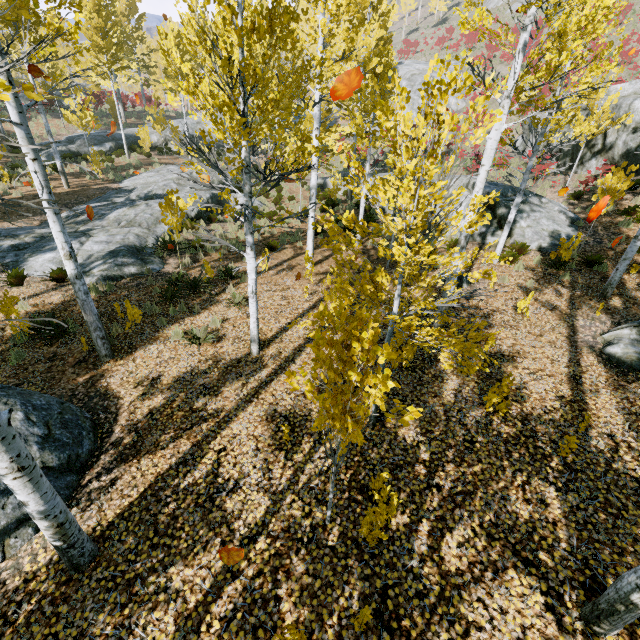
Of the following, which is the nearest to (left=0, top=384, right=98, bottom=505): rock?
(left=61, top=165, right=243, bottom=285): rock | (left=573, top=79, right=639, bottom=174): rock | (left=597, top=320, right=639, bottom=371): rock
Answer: (left=61, top=165, right=243, bottom=285): rock

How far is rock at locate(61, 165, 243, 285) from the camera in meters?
11.1 m

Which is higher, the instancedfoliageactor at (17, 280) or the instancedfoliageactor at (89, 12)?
the instancedfoliageactor at (89, 12)

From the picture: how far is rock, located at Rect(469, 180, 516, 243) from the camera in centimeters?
1273cm

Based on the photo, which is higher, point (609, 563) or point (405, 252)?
point (405, 252)

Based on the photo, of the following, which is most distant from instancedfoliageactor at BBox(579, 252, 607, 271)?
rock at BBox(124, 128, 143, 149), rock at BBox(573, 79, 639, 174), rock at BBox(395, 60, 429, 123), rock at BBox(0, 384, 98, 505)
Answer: rock at BBox(395, 60, 429, 123)

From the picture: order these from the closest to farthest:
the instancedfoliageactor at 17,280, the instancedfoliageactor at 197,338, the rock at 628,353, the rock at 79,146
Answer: the rock at 628,353 → the instancedfoliageactor at 197,338 → the instancedfoliageactor at 17,280 → the rock at 79,146

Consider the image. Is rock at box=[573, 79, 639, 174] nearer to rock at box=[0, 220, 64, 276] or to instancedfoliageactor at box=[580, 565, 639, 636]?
instancedfoliageactor at box=[580, 565, 639, 636]
